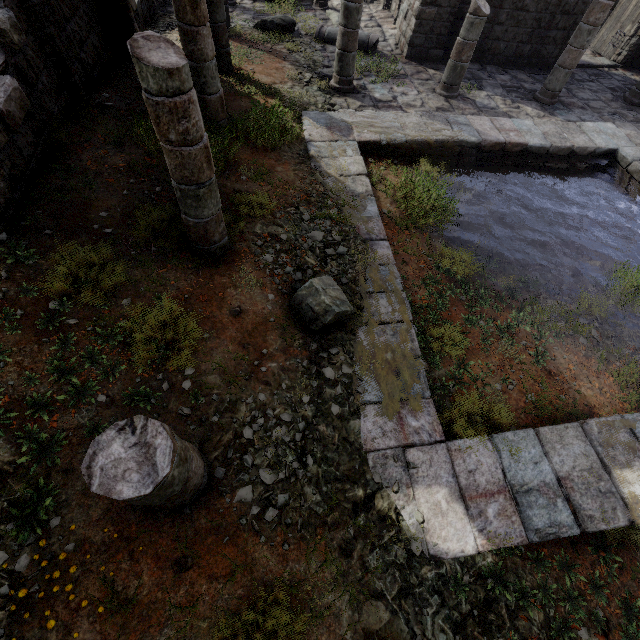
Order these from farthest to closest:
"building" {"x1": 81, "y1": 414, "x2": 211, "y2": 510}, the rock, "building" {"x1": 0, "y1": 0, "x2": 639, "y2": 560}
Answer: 1. the rock
2. "building" {"x1": 0, "y1": 0, "x2": 639, "y2": 560}
3. "building" {"x1": 81, "y1": 414, "x2": 211, "y2": 510}

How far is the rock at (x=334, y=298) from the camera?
4.6m

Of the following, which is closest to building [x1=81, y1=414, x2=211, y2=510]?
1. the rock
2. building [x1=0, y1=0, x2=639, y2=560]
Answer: the rock

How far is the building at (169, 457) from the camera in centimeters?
222cm

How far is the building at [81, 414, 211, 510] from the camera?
2.2m

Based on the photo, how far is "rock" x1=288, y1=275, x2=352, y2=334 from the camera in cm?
462

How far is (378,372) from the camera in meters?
4.7
